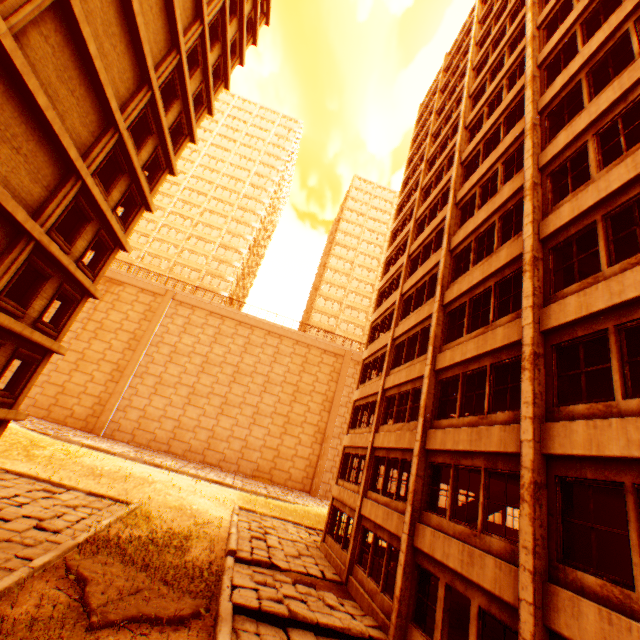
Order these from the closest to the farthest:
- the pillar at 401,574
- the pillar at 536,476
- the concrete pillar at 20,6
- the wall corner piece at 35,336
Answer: the pillar at 536,476 < the concrete pillar at 20,6 < the pillar at 401,574 < the wall corner piece at 35,336

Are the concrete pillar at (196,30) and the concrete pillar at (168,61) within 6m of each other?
yes

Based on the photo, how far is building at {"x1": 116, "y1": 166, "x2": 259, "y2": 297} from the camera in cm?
5297

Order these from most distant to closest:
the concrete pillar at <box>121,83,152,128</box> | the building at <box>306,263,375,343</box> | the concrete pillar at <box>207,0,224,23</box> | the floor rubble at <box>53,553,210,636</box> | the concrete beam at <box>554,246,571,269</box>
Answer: the building at <box>306,263,375,343</box>
the concrete pillar at <box>207,0,224,23</box>
the concrete pillar at <box>121,83,152,128</box>
the concrete beam at <box>554,246,571,269</box>
the floor rubble at <box>53,553,210,636</box>

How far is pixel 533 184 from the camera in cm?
1037

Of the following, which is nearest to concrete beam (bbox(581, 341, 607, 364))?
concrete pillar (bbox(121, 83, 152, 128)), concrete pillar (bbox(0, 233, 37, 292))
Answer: concrete pillar (bbox(0, 233, 37, 292))

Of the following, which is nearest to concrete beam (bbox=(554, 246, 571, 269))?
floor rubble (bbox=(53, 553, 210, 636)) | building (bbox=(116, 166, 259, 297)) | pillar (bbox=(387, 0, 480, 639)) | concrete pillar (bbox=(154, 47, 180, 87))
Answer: pillar (bbox=(387, 0, 480, 639))

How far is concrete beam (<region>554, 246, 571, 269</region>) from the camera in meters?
9.3 m
